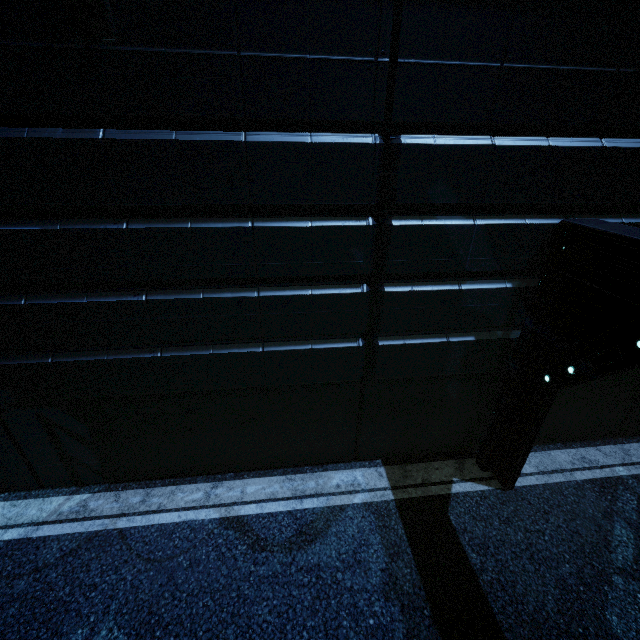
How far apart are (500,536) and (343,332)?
4.4 meters
